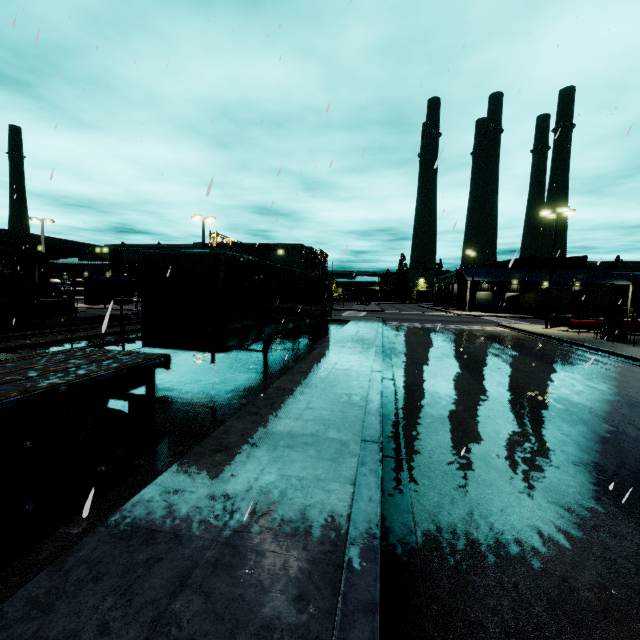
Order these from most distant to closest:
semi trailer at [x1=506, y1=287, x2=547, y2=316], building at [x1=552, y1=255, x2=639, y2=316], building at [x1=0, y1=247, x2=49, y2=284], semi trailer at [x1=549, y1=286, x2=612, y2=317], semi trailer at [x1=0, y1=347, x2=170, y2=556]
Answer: building at [x1=552, y1=255, x2=639, y2=316] → semi trailer at [x1=506, y1=287, x2=547, y2=316] → semi trailer at [x1=549, y1=286, x2=612, y2=317] → building at [x1=0, y1=247, x2=49, y2=284] → semi trailer at [x1=0, y1=347, x2=170, y2=556]

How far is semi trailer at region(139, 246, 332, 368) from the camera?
8.7m

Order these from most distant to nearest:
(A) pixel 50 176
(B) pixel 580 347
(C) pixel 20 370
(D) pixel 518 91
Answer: (B) pixel 580 347 < (D) pixel 518 91 < (A) pixel 50 176 < (C) pixel 20 370

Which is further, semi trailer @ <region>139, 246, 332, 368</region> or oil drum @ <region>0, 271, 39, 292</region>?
oil drum @ <region>0, 271, 39, 292</region>

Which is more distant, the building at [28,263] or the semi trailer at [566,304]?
the semi trailer at [566,304]

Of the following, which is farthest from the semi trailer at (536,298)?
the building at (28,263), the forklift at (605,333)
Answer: the forklift at (605,333)

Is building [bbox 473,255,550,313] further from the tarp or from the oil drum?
the oil drum

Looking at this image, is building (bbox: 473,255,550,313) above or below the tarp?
above
